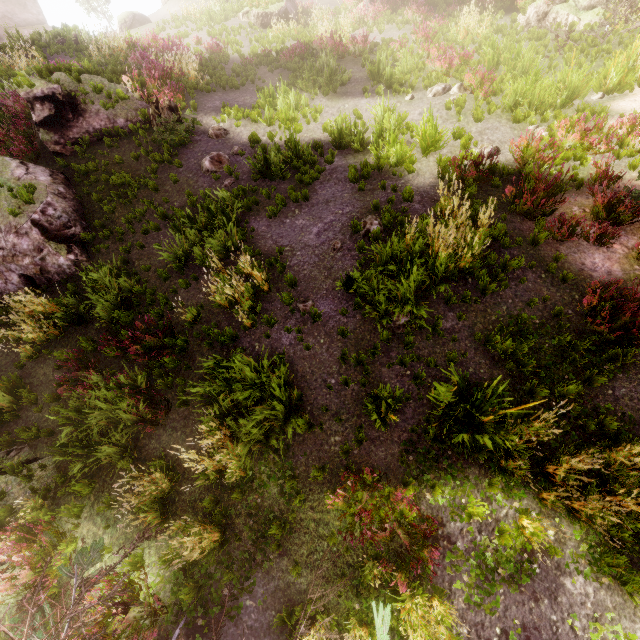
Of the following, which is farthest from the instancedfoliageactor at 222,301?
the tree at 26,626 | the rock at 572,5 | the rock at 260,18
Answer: the rock at 260,18

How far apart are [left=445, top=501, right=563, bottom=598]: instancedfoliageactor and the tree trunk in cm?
1437

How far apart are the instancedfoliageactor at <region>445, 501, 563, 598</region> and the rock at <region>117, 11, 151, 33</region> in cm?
3995

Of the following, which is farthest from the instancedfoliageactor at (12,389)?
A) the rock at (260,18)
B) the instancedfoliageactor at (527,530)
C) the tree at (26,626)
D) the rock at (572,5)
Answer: the rock at (260,18)

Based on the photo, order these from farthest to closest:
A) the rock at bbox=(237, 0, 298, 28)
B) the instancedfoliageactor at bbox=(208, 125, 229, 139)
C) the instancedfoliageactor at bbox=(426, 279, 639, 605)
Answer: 1. the rock at bbox=(237, 0, 298, 28)
2. the instancedfoliageactor at bbox=(208, 125, 229, 139)
3. the instancedfoliageactor at bbox=(426, 279, 639, 605)

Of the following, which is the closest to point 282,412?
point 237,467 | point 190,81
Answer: point 237,467

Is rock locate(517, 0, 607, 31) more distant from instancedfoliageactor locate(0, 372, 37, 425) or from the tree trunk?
the tree trunk

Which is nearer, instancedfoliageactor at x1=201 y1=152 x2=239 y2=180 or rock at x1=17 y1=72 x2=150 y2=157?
instancedfoliageactor at x1=201 y1=152 x2=239 y2=180
